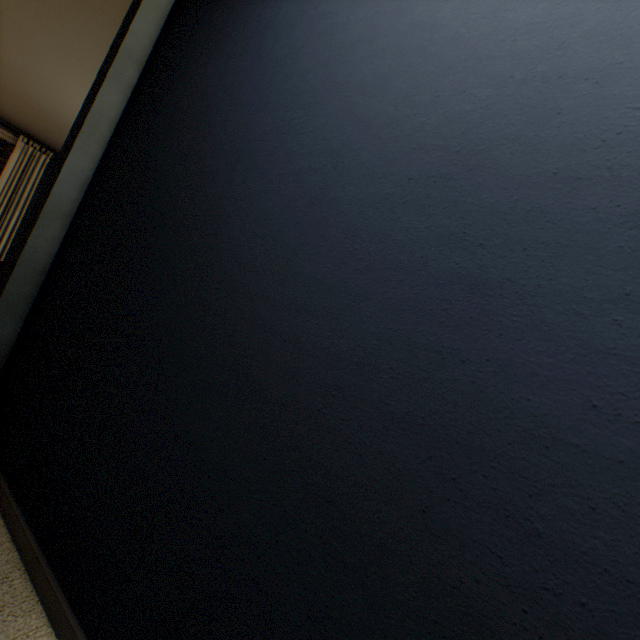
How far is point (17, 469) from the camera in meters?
1.1 m
